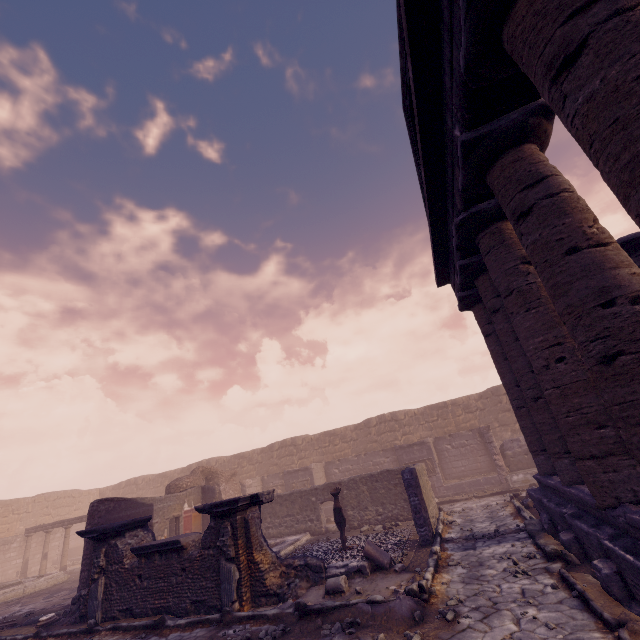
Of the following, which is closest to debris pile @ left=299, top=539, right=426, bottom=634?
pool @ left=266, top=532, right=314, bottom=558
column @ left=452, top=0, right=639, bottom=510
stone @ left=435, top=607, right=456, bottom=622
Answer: stone @ left=435, top=607, right=456, bottom=622

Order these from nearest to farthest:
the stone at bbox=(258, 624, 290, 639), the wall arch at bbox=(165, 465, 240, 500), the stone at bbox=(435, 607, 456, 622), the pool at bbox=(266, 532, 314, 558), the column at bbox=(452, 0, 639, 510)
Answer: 1. the column at bbox=(452, 0, 639, 510)
2. the stone at bbox=(435, 607, 456, 622)
3. the stone at bbox=(258, 624, 290, 639)
4. the pool at bbox=(266, 532, 314, 558)
5. the wall arch at bbox=(165, 465, 240, 500)

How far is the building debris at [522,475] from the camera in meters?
14.9 m

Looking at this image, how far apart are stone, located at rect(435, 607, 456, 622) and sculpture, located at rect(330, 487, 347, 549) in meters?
5.6

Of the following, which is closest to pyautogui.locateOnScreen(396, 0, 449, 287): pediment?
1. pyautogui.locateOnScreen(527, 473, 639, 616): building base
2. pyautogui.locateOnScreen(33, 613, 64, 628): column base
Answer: pyautogui.locateOnScreen(527, 473, 639, 616): building base

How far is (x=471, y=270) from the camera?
8.47m

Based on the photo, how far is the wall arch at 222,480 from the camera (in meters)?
16.33

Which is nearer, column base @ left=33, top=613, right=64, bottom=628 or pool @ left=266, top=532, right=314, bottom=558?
column base @ left=33, top=613, right=64, bottom=628
